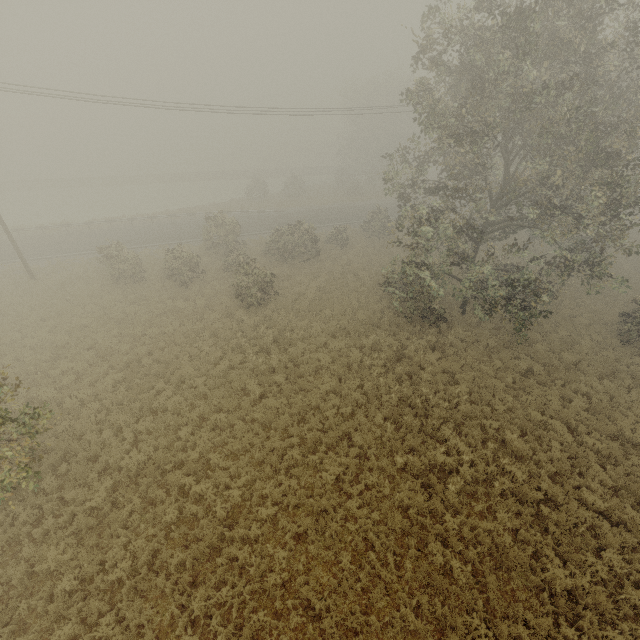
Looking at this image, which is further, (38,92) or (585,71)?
(38,92)
